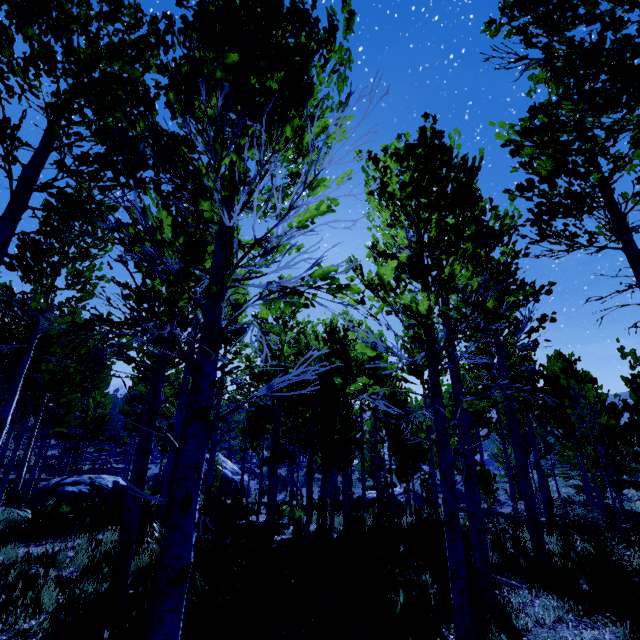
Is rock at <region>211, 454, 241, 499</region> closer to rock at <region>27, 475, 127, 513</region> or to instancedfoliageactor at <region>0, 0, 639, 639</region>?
instancedfoliageactor at <region>0, 0, 639, 639</region>

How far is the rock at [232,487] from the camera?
23.7m

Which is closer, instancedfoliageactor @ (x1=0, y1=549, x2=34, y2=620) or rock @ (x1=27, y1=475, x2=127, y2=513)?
instancedfoliageactor @ (x1=0, y1=549, x2=34, y2=620)

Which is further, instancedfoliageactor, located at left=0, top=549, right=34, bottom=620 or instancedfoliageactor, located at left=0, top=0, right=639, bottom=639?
instancedfoliageactor, located at left=0, top=549, right=34, bottom=620

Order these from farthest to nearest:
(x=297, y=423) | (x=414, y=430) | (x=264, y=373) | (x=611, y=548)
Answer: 1. (x=414, y=430)
2. (x=264, y=373)
3. (x=611, y=548)
4. (x=297, y=423)

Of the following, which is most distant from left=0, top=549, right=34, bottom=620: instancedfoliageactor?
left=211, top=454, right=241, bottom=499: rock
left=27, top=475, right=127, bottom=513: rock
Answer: left=211, top=454, right=241, bottom=499: rock

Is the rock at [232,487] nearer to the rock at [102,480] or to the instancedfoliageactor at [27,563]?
the instancedfoliageactor at [27,563]

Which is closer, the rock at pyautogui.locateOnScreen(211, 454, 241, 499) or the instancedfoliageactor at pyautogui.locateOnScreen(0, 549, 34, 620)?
the instancedfoliageactor at pyautogui.locateOnScreen(0, 549, 34, 620)
